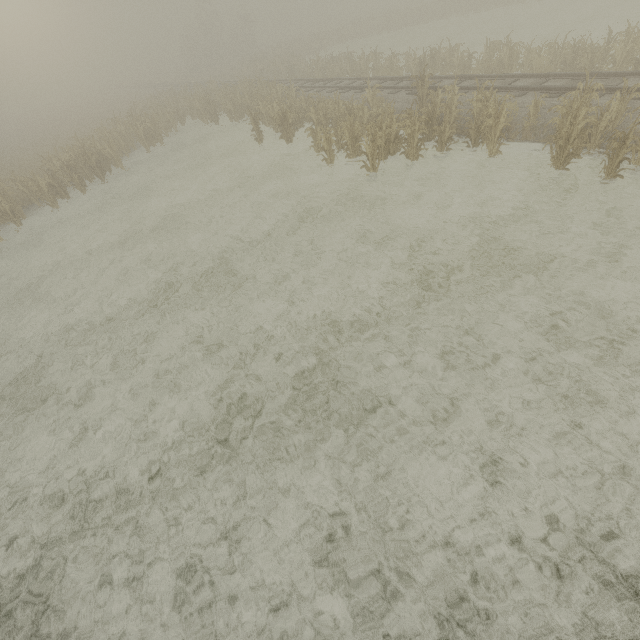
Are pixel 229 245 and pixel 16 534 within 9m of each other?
yes
